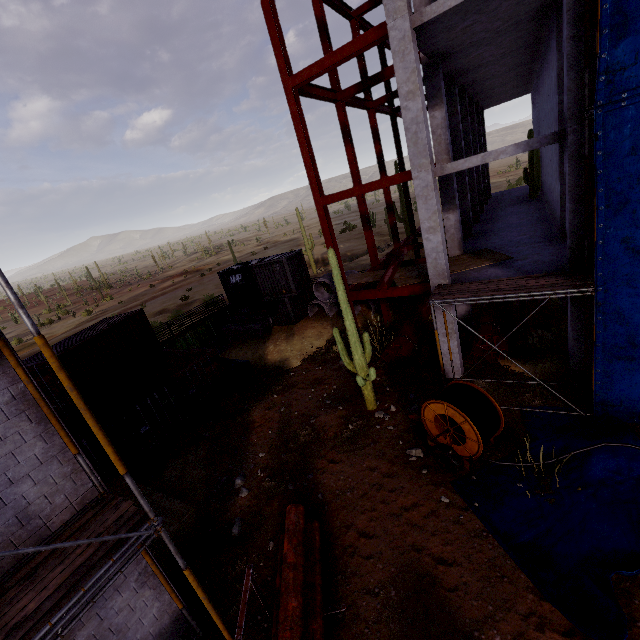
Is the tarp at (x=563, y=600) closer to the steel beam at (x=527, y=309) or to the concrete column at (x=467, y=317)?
the steel beam at (x=527, y=309)

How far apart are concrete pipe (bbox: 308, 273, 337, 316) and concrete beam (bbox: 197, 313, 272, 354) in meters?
3.2 m

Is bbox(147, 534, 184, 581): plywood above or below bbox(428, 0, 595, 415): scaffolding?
below

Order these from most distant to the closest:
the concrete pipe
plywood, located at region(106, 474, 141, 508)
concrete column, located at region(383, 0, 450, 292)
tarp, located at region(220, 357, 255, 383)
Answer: the concrete pipe → tarp, located at region(220, 357, 255, 383) → plywood, located at region(106, 474, 141, 508) → concrete column, located at region(383, 0, 450, 292)

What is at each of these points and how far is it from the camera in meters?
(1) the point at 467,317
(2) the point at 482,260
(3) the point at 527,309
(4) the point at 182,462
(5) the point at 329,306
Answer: (1) concrete column, 15.5 m
(2) plywood, 12.6 m
(3) steel beam, 13.8 m
(4) plywood, 12.6 m
(5) concrete pipe, 22.0 m

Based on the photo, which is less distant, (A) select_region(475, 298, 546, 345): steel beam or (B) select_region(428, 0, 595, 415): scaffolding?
(B) select_region(428, 0, 595, 415): scaffolding

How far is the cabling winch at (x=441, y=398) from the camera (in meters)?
8.18

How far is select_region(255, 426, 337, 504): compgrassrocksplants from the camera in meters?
10.0 m
